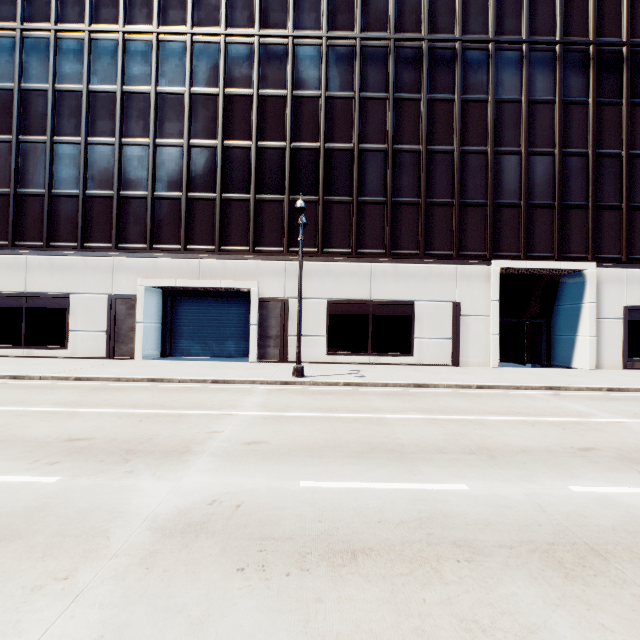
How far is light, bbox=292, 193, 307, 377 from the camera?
12.7 meters

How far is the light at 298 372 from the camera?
12.66m

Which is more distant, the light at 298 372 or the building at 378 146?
the building at 378 146

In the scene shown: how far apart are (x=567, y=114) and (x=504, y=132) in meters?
3.9 m

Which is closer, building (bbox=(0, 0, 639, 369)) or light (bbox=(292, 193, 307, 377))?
light (bbox=(292, 193, 307, 377))
